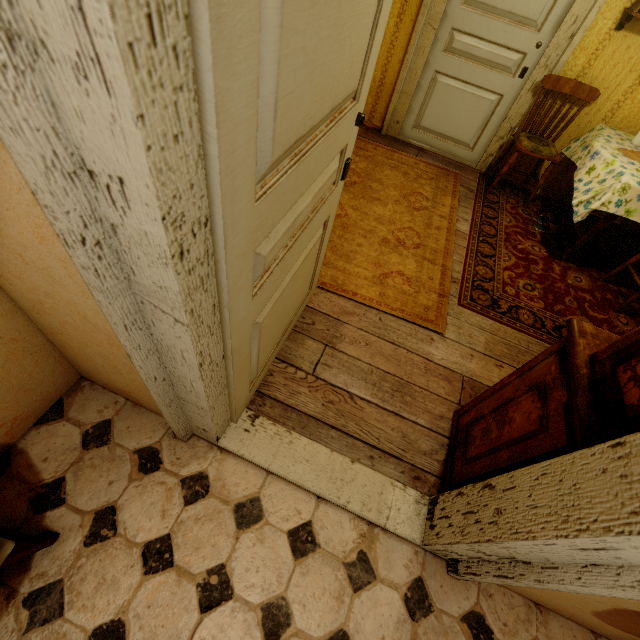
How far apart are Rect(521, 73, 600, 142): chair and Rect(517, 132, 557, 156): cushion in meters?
0.0 m

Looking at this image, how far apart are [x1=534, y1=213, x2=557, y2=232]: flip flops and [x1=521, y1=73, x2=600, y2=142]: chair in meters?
0.2

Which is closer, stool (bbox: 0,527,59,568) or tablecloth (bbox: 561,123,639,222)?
stool (bbox: 0,527,59,568)

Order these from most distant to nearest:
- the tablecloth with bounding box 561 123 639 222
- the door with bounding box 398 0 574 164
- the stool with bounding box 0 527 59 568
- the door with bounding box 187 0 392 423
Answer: the door with bounding box 398 0 574 164, the tablecloth with bounding box 561 123 639 222, the stool with bounding box 0 527 59 568, the door with bounding box 187 0 392 423

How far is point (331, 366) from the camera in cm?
204

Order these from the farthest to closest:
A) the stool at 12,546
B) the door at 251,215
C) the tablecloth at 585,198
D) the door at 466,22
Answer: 1. the door at 466,22
2. the tablecloth at 585,198
3. the stool at 12,546
4. the door at 251,215

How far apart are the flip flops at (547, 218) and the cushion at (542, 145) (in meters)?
0.62

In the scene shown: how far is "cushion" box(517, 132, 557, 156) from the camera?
3.3m
